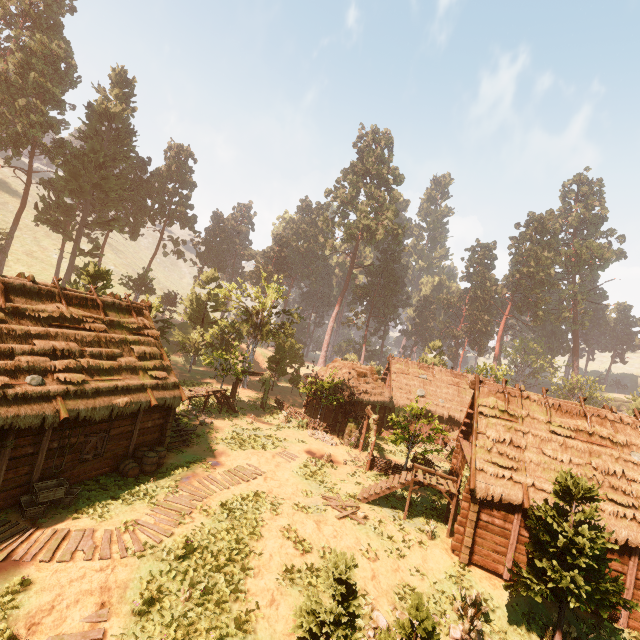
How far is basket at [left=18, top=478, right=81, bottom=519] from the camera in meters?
11.1

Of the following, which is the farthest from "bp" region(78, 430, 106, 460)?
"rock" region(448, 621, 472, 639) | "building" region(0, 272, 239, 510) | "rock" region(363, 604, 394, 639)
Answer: "rock" region(448, 621, 472, 639)

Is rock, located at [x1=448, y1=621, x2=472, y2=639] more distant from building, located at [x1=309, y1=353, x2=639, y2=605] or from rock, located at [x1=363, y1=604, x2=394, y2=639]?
building, located at [x1=309, y1=353, x2=639, y2=605]

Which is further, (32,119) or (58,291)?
(32,119)

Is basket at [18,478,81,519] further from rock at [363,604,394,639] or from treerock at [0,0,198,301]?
rock at [363,604,394,639]

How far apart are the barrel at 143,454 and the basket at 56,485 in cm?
190

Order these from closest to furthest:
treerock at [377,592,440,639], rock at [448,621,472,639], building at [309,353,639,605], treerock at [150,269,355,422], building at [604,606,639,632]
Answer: treerock at [377,592,440,639], rock at [448,621,472,639], building at [604,606,639,632], building at [309,353,639,605], treerock at [150,269,355,422]

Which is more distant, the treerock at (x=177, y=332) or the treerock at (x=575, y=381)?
the treerock at (x=575, y=381)
